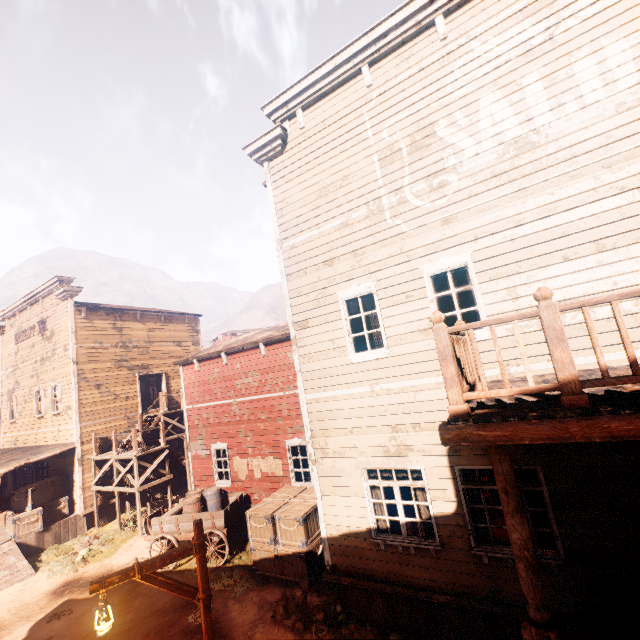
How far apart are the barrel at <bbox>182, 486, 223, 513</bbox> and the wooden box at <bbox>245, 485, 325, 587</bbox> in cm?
210

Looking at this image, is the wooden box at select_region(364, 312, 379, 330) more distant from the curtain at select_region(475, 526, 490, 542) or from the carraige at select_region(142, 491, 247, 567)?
the carraige at select_region(142, 491, 247, 567)

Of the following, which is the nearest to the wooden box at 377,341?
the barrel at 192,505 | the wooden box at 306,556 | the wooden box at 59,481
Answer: the wooden box at 306,556

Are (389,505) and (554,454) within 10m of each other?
yes

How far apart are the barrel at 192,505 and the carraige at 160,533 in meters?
0.0

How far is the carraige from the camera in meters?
10.5 m

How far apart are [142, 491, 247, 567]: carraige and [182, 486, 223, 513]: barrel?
0.04m

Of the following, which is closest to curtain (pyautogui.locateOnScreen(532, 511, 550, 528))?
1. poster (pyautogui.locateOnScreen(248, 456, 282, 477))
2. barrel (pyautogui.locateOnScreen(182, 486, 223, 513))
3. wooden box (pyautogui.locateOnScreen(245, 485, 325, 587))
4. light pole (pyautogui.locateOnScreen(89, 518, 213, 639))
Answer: wooden box (pyautogui.locateOnScreen(245, 485, 325, 587))
